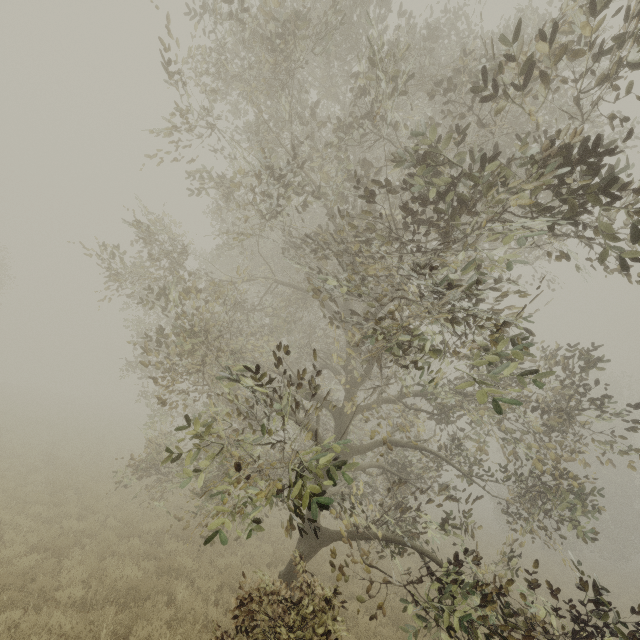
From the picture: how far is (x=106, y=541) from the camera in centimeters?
907cm
